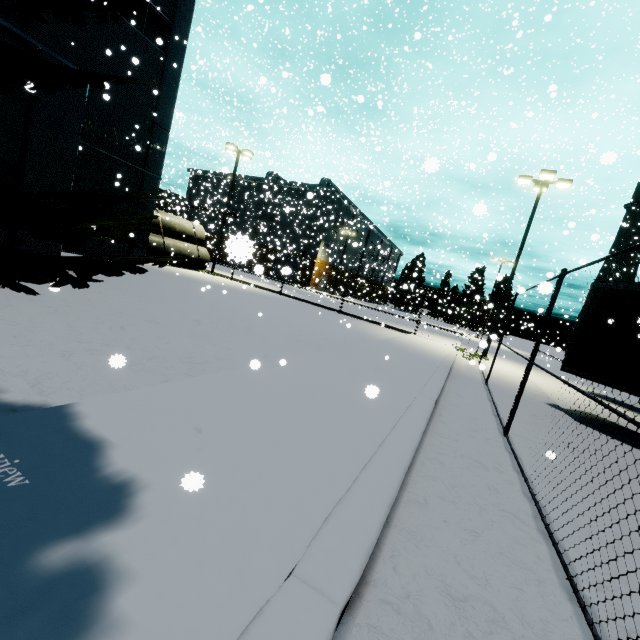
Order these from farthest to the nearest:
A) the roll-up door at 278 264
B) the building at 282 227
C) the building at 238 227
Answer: the building at 282 227, the building at 238 227, the roll-up door at 278 264

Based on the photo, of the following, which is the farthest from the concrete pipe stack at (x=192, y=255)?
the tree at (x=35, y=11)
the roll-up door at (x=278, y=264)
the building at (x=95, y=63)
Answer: the roll-up door at (x=278, y=264)

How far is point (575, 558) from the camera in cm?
259

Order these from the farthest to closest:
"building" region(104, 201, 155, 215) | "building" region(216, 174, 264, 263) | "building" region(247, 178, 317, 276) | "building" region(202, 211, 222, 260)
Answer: "building" region(247, 178, 317, 276), "building" region(216, 174, 264, 263), "building" region(202, 211, 222, 260), "building" region(104, 201, 155, 215)

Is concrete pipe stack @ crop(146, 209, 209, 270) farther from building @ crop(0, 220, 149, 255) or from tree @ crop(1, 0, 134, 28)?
tree @ crop(1, 0, 134, 28)

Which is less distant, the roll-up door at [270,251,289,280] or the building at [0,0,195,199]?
the building at [0,0,195,199]

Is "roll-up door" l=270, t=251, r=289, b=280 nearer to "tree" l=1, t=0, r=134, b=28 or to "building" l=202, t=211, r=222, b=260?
"building" l=202, t=211, r=222, b=260
